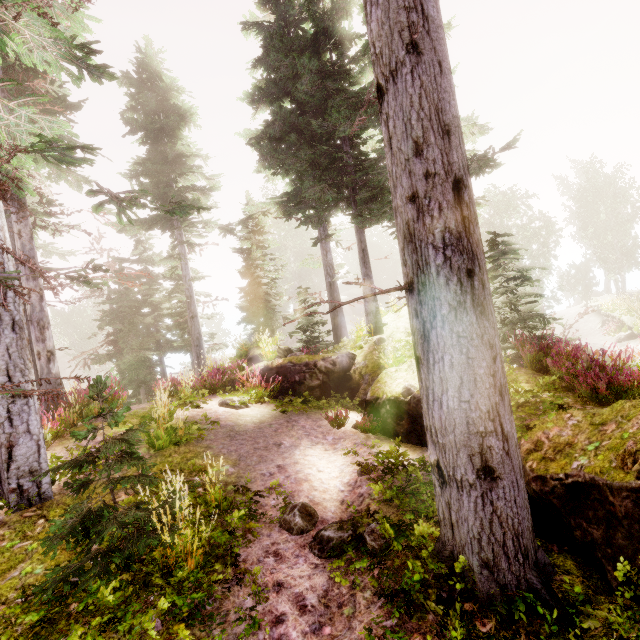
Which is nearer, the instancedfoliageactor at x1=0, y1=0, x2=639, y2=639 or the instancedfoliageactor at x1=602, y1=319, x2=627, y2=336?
the instancedfoliageactor at x1=0, y1=0, x2=639, y2=639

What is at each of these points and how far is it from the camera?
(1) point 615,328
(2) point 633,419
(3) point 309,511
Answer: (1) instancedfoliageactor, 24.36m
(2) rock, 3.60m
(3) instancedfoliageactor, 4.82m

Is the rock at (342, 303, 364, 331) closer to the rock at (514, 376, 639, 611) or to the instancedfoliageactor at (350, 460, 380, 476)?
the instancedfoliageactor at (350, 460, 380, 476)

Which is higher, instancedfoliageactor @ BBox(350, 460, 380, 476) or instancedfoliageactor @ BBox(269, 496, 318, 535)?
instancedfoliageactor @ BBox(350, 460, 380, 476)

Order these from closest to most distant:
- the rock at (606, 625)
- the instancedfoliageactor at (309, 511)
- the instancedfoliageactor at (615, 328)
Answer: the rock at (606, 625) < the instancedfoliageactor at (309, 511) < the instancedfoliageactor at (615, 328)

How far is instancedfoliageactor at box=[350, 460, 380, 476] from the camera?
5.29m

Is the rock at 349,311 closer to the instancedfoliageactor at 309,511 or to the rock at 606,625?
the instancedfoliageactor at 309,511

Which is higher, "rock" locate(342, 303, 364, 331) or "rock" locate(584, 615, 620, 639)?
"rock" locate(342, 303, 364, 331)
